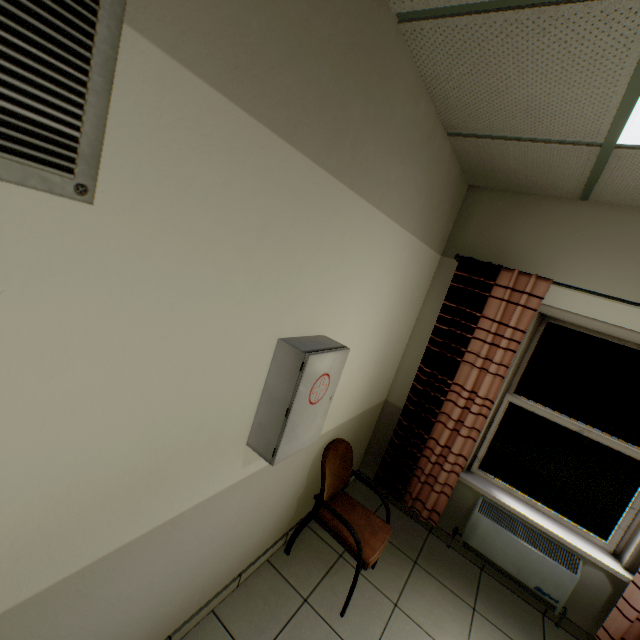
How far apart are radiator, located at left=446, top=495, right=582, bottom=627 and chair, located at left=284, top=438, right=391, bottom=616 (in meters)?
0.92

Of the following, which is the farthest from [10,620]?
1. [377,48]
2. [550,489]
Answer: [550,489]

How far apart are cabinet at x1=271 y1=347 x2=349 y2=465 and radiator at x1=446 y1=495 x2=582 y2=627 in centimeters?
208cm

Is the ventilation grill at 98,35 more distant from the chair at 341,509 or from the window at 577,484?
the window at 577,484

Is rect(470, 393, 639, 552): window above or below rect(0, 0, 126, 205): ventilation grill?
below

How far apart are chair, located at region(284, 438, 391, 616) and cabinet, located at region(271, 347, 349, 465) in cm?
64

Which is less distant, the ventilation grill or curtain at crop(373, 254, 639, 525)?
the ventilation grill

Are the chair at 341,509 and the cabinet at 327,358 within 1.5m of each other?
yes
